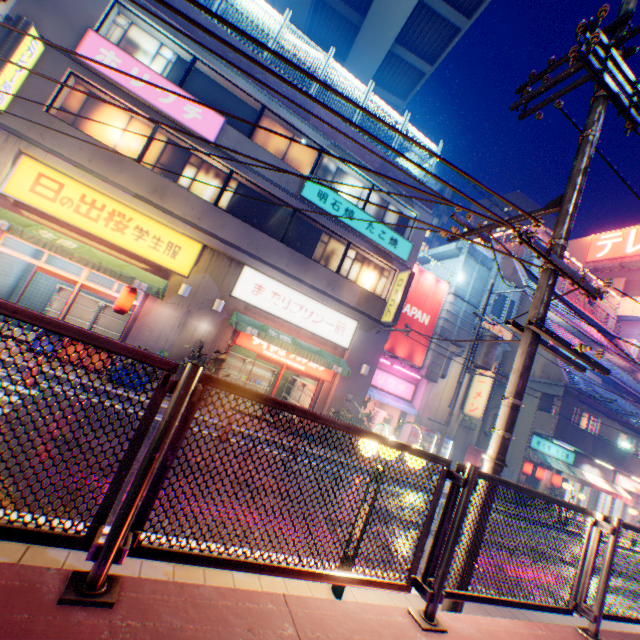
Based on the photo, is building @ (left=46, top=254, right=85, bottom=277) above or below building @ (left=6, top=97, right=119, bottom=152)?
below

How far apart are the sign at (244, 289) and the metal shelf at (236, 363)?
3.24m

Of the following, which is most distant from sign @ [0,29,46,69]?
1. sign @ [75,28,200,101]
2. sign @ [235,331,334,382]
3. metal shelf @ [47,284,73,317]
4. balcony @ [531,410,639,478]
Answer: balcony @ [531,410,639,478]

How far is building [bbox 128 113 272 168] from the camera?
11.11m

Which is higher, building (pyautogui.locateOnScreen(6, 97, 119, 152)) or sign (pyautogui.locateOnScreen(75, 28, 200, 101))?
sign (pyautogui.locateOnScreen(75, 28, 200, 101))

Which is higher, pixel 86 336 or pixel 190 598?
pixel 86 336

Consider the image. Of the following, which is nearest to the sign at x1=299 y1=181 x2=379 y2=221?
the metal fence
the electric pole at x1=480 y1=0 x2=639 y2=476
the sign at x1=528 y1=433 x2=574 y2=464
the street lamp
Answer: the metal fence

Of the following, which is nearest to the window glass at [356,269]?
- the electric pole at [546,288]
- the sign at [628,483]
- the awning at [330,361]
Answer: the awning at [330,361]
